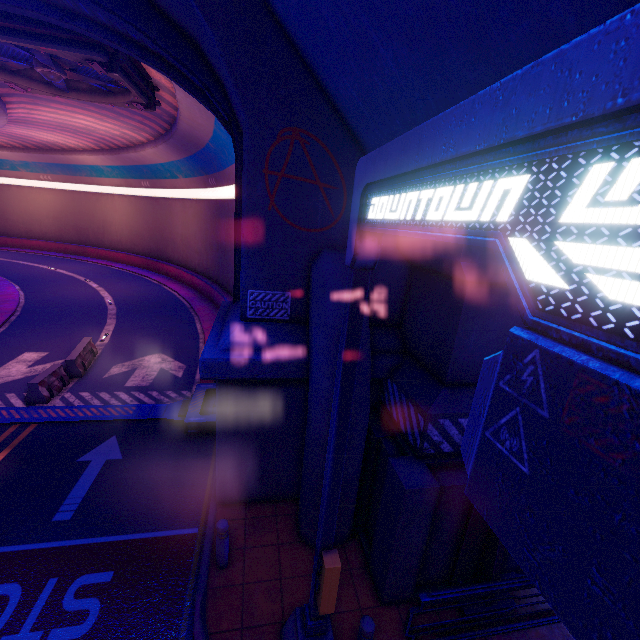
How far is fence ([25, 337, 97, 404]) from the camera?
10.89m

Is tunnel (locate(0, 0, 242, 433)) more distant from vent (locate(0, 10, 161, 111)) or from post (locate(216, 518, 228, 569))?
post (locate(216, 518, 228, 569))

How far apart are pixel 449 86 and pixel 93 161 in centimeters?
4102cm

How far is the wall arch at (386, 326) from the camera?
7.0 meters

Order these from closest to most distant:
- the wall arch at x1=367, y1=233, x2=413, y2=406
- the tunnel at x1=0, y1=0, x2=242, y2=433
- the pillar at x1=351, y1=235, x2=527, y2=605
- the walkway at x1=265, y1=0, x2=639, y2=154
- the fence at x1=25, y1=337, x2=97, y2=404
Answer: the walkway at x1=265, y1=0, x2=639, y2=154 < the pillar at x1=351, y1=235, x2=527, y2=605 < the wall arch at x1=367, y1=233, x2=413, y2=406 < the tunnel at x1=0, y1=0, x2=242, y2=433 < the fence at x1=25, y1=337, x2=97, y2=404

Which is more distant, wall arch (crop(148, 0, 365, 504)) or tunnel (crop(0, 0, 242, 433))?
tunnel (crop(0, 0, 242, 433))

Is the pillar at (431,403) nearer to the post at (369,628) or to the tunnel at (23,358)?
the post at (369,628)

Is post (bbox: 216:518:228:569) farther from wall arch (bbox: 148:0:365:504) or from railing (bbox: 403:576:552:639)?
railing (bbox: 403:576:552:639)
